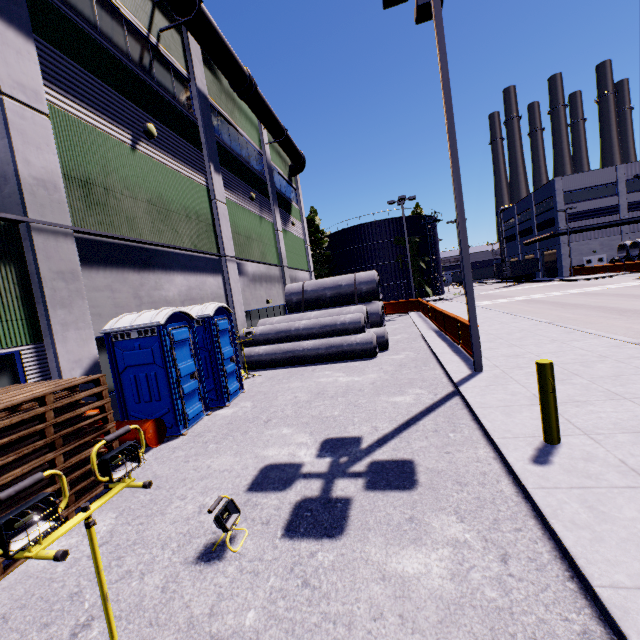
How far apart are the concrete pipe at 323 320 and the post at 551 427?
7.79m

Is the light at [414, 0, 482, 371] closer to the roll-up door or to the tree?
the tree

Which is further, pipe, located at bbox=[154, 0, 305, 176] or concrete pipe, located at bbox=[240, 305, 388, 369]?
concrete pipe, located at bbox=[240, 305, 388, 369]

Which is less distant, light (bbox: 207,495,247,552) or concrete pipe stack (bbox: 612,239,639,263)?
light (bbox: 207,495,247,552)

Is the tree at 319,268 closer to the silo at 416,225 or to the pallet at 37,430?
the silo at 416,225

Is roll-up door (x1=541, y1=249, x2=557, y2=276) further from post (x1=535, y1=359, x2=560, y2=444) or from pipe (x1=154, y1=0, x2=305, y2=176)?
post (x1=535, y1=359, x2=560, y2=444)

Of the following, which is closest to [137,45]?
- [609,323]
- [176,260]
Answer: [176,260]

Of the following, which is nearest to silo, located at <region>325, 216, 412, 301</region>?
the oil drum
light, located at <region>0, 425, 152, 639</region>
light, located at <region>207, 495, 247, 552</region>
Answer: the oil drum
